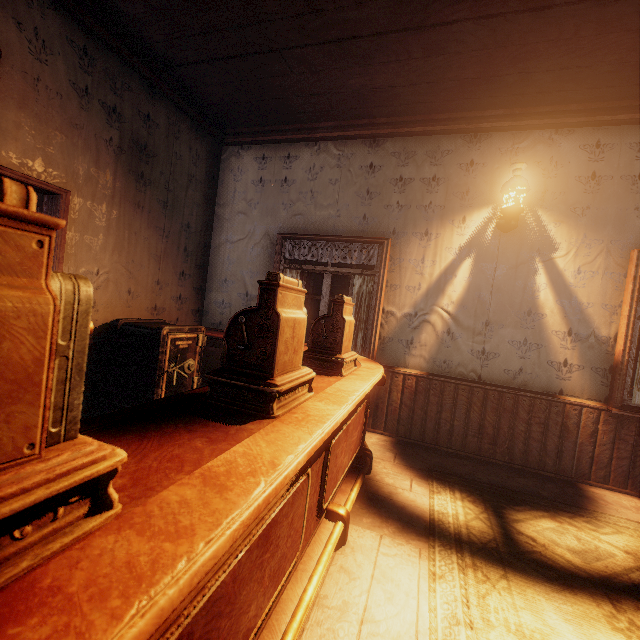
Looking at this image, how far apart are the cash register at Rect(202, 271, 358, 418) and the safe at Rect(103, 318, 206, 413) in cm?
177

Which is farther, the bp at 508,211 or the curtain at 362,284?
the curtain at 362,284

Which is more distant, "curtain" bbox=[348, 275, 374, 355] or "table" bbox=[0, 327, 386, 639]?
"curtain" bbox=[348, 275, 374, 355]

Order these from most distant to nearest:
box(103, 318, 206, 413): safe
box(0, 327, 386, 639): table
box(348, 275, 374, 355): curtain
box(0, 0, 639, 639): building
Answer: box(348, 275, 374, 355): curtain
box(103, 318, 206, 413): safe
box(0, 0, 639, 639): building
box(0, 327, 386, 639): table

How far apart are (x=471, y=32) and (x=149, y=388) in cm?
439

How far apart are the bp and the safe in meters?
3.6

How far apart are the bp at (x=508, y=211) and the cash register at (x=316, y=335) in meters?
2.9 m

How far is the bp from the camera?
3.4 meters
